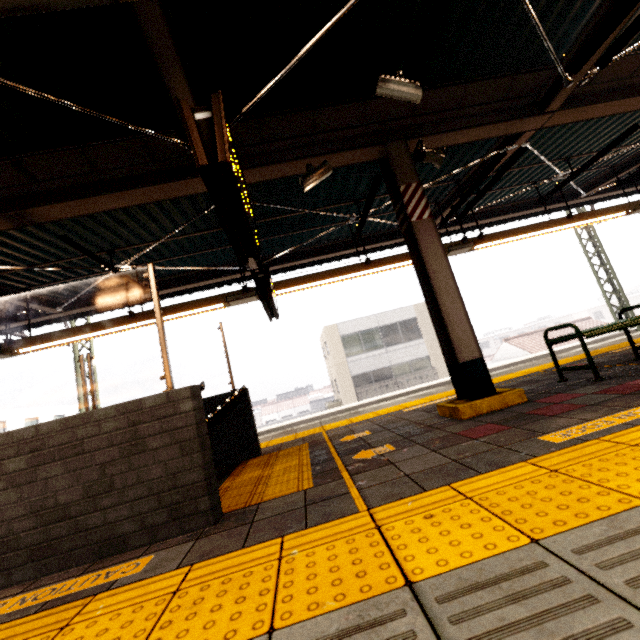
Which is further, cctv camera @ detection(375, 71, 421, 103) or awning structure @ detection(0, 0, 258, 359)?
cctv camera @ detection(375, 71, 421, 103)

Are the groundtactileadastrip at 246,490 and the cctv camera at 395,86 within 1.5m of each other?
no

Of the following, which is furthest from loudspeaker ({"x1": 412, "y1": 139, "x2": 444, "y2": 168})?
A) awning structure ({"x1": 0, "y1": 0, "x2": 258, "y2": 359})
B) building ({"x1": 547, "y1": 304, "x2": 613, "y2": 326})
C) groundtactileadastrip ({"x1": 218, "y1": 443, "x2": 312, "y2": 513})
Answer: building ({"x1": 547, "y1": 304, "x2": 613, "y2": 326})

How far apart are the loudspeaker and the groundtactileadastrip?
4.19m

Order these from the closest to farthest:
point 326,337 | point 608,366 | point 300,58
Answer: point 300,58, point 608,366, point 326,337

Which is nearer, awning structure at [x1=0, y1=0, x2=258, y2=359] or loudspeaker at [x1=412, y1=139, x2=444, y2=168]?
awning structure at [x1=0, y1=0, x2=258, y2=359]

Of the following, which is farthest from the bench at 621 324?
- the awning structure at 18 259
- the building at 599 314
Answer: the building at 599 314

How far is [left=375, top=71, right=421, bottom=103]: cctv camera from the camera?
3.4m
